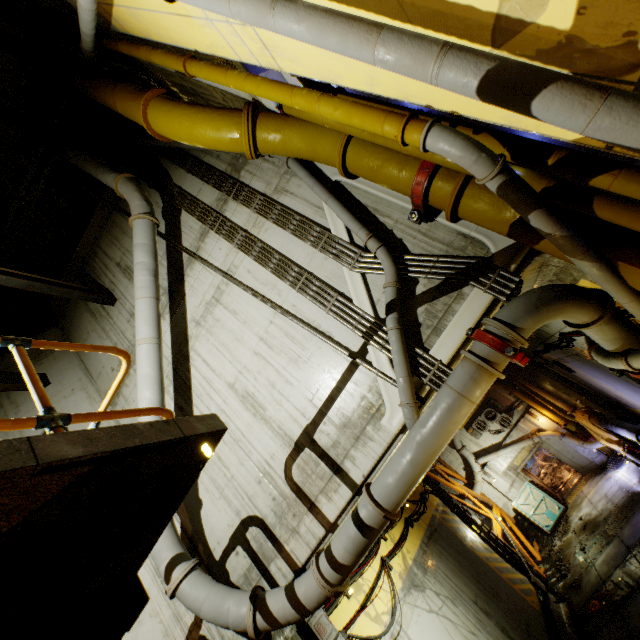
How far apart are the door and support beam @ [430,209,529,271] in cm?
1902

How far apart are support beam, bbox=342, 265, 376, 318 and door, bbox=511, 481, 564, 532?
19.0m

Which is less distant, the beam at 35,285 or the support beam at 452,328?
the support beam at 452,328

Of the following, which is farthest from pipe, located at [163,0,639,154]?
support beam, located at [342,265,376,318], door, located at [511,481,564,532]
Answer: door, located at [511,481,564,532]

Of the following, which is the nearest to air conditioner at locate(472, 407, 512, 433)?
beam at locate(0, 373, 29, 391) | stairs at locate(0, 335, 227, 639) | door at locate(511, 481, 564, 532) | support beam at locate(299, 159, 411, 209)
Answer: door at locate(511, 481, 564, 532)

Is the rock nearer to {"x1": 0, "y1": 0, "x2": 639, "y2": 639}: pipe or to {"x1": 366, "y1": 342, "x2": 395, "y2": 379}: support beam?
{"x1": 0, "y1": 0, "x2": 639, "y2": 639}: pipe

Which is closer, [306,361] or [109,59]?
[306,361]

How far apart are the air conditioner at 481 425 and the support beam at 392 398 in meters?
17.4
